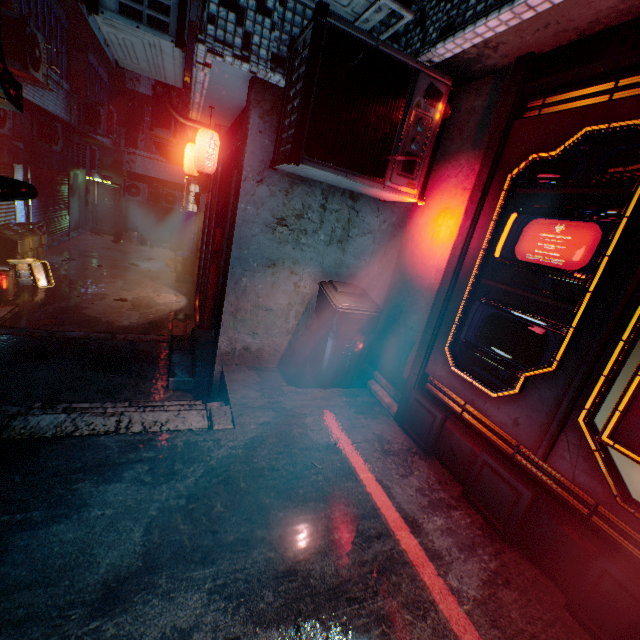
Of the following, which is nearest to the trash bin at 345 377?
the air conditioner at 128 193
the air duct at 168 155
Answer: the air duct at 168 155

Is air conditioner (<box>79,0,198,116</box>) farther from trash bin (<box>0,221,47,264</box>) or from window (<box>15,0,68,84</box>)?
trash bin (<box>0,221,47,264</box>)

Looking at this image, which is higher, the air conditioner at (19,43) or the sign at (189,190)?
the air conditioner at (19,43)

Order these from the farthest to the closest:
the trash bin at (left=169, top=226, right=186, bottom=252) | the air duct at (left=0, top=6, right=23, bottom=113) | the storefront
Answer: the trash bin at (left=169, top=226, right=186, bottom=252) → the air duct at (left=0, top=6, right=23, bottom=113) → the storefront

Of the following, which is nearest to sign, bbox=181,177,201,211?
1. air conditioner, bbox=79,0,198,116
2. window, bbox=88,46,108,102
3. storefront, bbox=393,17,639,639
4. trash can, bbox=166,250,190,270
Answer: trash can, bbox=166,250,190,270

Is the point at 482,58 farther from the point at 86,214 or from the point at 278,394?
the point at 86,214

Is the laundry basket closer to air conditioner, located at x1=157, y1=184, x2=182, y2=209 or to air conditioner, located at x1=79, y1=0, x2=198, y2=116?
air conditioner, located at x1=79, y1=0, x2=198, y2=116

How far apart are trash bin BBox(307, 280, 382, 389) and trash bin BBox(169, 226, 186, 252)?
13.2m
